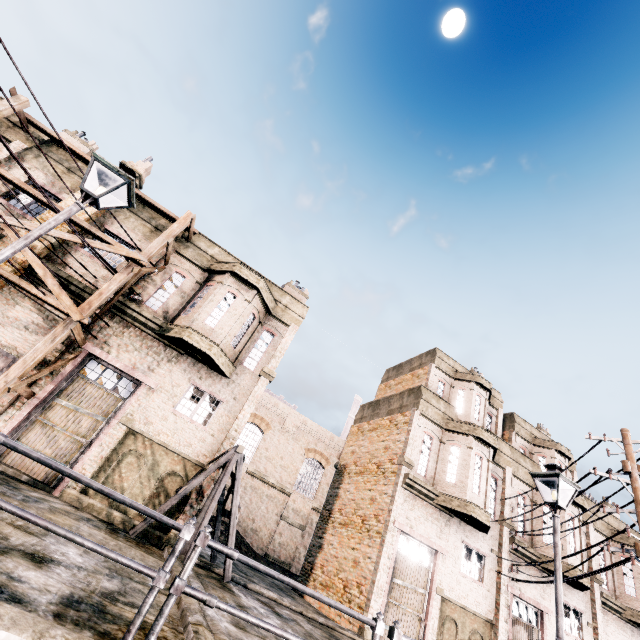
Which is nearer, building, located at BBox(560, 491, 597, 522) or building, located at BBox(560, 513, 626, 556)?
building, located at BBox(560, 513, 626, 556)

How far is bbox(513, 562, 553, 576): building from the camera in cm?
1814

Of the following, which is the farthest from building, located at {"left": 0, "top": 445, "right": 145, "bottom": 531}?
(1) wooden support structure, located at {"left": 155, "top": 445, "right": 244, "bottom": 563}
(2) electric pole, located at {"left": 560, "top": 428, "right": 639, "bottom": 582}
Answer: (2) electric pole, located at {"left": 560, "top": 428, "right": 639, "bottom": 582}

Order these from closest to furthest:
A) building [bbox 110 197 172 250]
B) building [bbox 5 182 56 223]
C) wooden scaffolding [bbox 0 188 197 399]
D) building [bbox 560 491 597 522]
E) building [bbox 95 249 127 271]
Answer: wooden scaffolding [bbox 0 188 197 399] < building [bbox 5 182 56 223] < building [bbox 95 249 127 271] < building [bbox 110 197 172 250] < building [bbox 560 491 597 522]

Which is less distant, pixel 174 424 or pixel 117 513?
pixel 117 513

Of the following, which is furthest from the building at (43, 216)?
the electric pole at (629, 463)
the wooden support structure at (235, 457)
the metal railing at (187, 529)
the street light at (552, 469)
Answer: the electric pole at (629, 463)

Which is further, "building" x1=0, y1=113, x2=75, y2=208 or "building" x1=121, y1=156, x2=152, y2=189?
"building" x1=121, y1=156, x2=152, y2=189

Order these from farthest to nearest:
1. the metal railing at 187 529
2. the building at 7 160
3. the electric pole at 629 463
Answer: the building at 7 160, the electric pole at 629 463, the metal railing at 187 529
